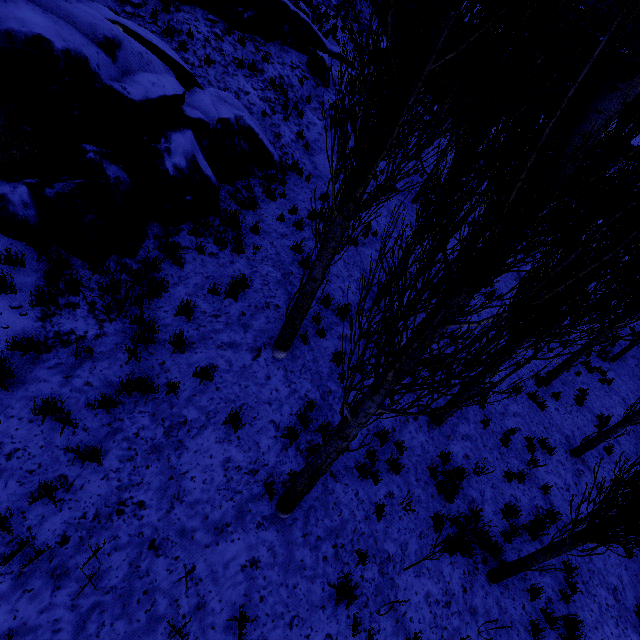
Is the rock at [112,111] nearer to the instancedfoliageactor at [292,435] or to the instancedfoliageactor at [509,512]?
the instancedfoliageactor at [509,512]

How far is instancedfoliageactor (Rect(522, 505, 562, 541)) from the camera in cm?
746

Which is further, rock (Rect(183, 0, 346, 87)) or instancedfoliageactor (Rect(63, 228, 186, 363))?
rock (Rect(183, 0, 346, 87))

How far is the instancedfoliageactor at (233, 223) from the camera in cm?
783

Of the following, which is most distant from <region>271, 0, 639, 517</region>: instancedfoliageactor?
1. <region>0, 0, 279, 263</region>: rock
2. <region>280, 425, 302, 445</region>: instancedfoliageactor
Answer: <region>280, 425, 302, 445</region>: instancedfoliageactor

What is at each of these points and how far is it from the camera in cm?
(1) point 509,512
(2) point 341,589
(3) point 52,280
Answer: (1) instancedfoliageactor, 759
(2) instancedfoliageactor, 487
(3) instancedfoliageactor, 520
